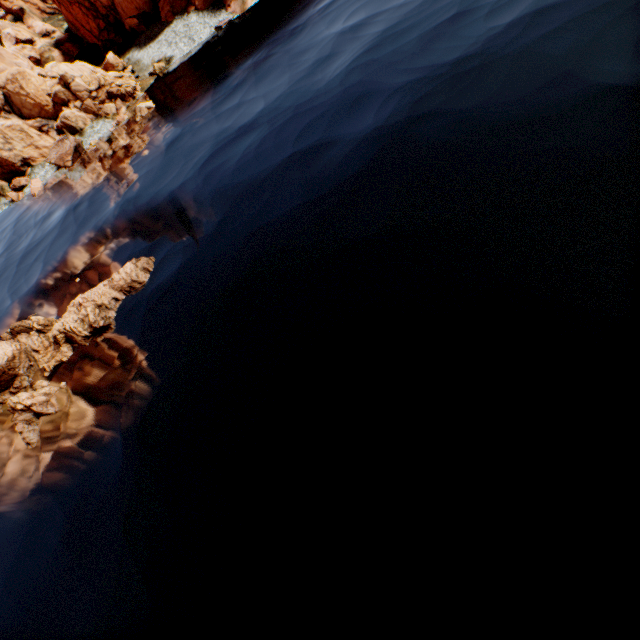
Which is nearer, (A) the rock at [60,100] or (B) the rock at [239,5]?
(A) the rock at [60,100]

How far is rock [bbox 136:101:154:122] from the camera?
33.34m

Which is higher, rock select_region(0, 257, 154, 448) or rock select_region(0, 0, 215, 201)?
rock select_region(0, 0, 215, 201)

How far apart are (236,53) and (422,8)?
20.0 meters

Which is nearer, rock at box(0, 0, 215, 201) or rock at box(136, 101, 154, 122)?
rock at box(136, 101, 154, 122)

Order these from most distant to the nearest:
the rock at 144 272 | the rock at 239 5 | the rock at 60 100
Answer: the rock at 239 5, the rock at 60 100, the rock at 144 272

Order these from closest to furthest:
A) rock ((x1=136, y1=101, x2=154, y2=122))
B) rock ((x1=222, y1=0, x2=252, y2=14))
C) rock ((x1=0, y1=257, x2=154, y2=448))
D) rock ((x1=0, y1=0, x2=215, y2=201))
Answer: rock ((x1=0, y1=257, x2=154, y2=448)) < rock ((x1=136, y1=101, x2=154, y2=122)) < rock ((x1=0, y1=0, x2=215, y2=201)) < rock ((x1=222, y1=0, x2=252, y2=14))

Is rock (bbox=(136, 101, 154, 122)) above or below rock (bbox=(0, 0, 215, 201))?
below
